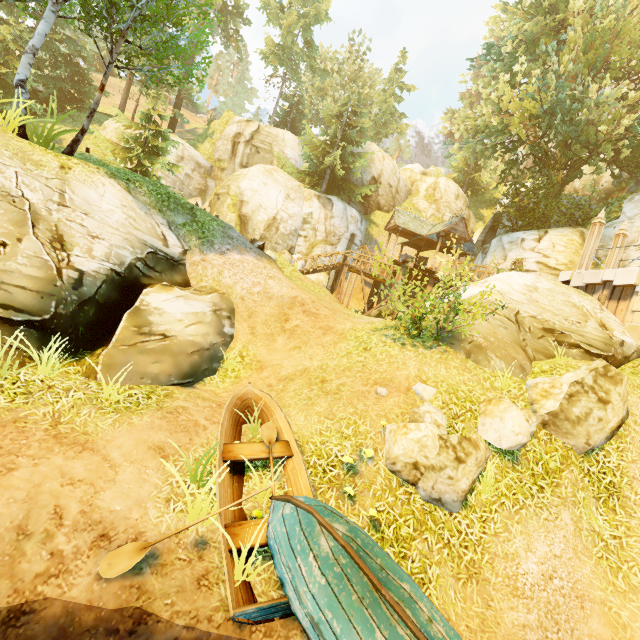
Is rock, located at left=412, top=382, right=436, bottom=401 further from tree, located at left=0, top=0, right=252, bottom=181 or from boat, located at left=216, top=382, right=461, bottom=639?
tree, located at left=0, top=0, right=252, bottom=181

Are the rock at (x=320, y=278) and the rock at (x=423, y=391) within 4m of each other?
no

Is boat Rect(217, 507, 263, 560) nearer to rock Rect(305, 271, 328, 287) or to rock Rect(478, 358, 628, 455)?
rock Rect(478, 358, 628, 455)

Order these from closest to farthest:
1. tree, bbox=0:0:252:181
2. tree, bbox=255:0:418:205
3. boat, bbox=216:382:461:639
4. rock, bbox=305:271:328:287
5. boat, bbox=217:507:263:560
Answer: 1. boat, bbox=216:382:461:639
2. boat, bbox=217:507:263:560
3. tree, bbox=0:0:252:181
4. rock, bbox=305:271:328:287
5. tree, bbox=255:0:418:205

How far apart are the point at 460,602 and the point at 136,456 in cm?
555

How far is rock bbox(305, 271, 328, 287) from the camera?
24.5 meters

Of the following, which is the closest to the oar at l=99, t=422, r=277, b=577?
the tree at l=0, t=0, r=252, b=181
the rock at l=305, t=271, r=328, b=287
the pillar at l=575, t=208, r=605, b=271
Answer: the tree at l=0, t=0, r=252, b=181

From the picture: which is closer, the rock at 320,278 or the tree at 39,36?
the tree at 39,36
